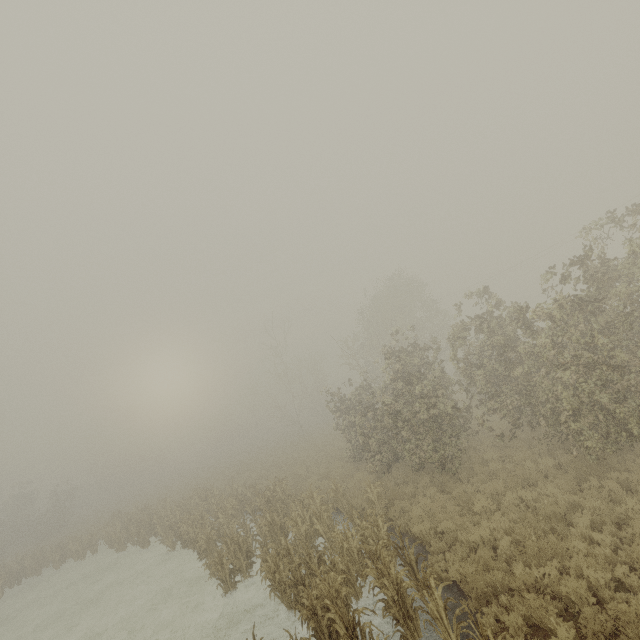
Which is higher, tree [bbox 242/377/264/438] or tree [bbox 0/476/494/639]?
tree [bbox 242/377/264/438]

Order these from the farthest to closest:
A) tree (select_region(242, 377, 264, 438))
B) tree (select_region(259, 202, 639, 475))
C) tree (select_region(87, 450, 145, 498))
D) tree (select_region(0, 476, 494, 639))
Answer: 1. tree (select_region(242, 377, 264, 438))
2. tree (select_region(87, 450, 145, 498))
3. tree (select_region(259, 202, 639, 475))
4. tree (select_region(0, 476, 494, 639))

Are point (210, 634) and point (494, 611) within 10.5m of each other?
yes

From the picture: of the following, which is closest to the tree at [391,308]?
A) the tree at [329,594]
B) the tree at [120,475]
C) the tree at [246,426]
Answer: the tree at [329,594]

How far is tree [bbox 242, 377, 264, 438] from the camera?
57.2m

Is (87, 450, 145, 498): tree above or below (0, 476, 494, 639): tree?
above

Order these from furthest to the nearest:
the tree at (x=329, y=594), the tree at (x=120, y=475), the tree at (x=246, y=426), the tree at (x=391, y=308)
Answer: the tree at (x=246, y=426)
the tree at (x=120, y=475)
the tree at (x=391, y=308)
the tree at (x=329, y=594)

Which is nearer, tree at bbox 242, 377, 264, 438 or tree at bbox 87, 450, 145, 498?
tree at bbox 87, 450, 145, 498
